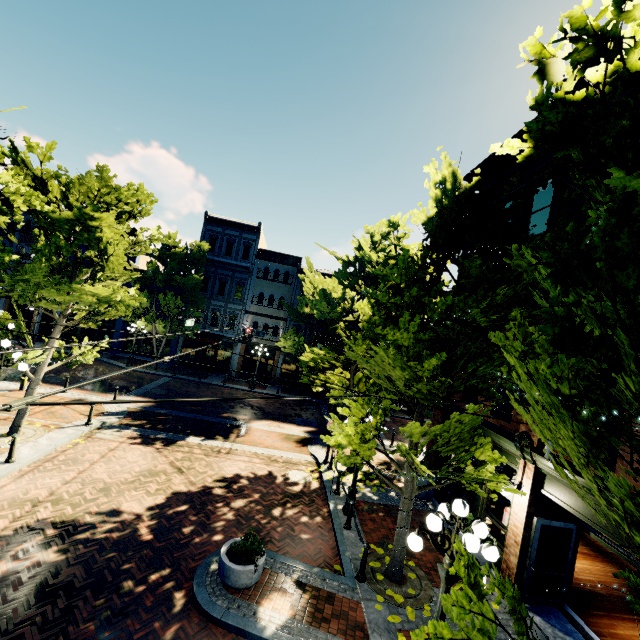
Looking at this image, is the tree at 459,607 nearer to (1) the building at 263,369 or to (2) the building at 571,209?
(1) the building at 263,369

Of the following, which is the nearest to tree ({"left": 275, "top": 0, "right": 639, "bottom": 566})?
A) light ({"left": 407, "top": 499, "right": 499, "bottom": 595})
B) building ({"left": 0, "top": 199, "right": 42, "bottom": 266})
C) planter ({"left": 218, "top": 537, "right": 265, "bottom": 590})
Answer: building ({"left": 0, "top": 199, "right": 42, "bottom": 266})

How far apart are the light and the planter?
3.4 meters

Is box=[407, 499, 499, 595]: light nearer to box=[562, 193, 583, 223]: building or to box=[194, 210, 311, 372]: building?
box=[562, 193, 583, 223]: building

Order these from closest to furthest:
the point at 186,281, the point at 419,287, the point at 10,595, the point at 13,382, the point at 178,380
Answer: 1. the point at 10,595
2. the point at 419,287
3. the point at 13,382
4. the point at 178,380
5. the point at 186,281

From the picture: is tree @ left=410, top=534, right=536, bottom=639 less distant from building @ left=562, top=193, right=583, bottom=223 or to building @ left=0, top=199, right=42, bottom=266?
building @ left=0, top=199, right=42, bottom=266

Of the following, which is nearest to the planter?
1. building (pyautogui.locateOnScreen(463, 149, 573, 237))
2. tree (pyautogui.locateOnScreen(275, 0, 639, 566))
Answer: tree (pyautogui.locateOnScreen(275, 0, 639, 566))

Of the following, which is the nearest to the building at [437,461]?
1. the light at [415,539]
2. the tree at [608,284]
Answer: the tree at [608,284]
